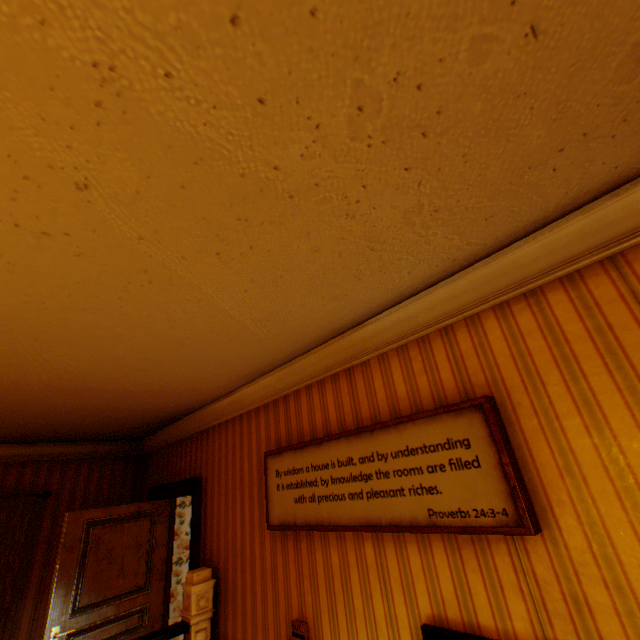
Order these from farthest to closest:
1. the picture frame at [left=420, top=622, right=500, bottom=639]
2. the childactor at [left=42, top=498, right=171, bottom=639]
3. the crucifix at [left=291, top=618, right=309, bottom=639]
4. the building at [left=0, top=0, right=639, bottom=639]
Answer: the childactor at [left=42, top=498, right=171, bottom=639], the crucifix at [left=291, top=618, right=309, bottom=639], the picture frame at [left=420, top=622, right=500, bottom=639], the building at [left=0, top=0, right=639, bottom=639]

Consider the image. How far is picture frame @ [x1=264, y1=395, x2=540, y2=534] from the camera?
1.5m

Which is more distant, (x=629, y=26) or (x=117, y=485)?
(x=117, y=485)

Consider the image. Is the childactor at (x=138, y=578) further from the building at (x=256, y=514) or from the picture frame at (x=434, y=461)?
the picture frame at (x=434, y=461)

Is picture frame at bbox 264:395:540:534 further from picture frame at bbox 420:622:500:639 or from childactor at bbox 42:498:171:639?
childactor at bbox 42:498:171:639

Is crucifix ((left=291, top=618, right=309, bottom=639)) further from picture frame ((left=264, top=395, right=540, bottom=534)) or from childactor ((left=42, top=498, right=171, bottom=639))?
childactor ((left=42, top=498, right=171, bottom=639))

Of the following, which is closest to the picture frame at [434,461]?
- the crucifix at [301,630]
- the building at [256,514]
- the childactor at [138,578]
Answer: the building at [256,514]

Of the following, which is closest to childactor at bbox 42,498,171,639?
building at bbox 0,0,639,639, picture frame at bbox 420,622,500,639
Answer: building at bbox 0,0,639,639
